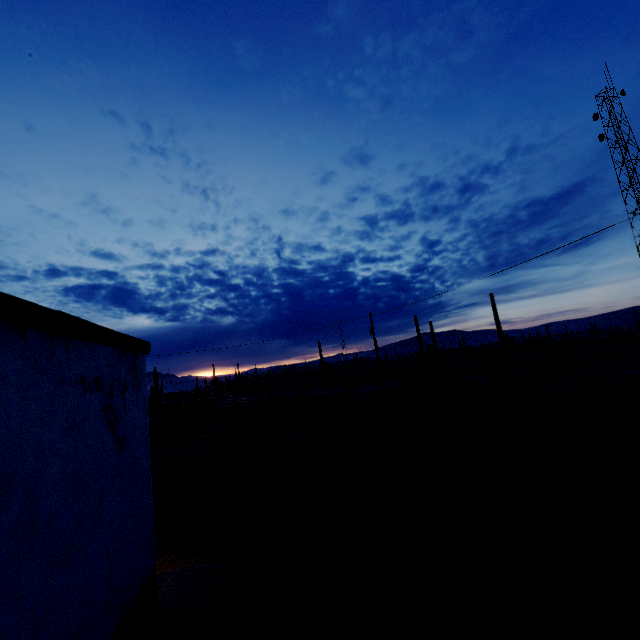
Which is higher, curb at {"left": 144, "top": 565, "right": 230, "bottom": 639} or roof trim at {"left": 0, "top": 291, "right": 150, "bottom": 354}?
roof trim at {"left": 0, "top": 291, "right": 150, "bottom": 354}

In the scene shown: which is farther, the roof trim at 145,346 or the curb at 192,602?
the curb at 192,602

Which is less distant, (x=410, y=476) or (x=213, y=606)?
(x=213, y=606)

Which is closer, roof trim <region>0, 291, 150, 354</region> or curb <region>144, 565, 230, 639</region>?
roof trim <region>0, 291, 150, 354</region>

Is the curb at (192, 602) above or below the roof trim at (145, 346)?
below
